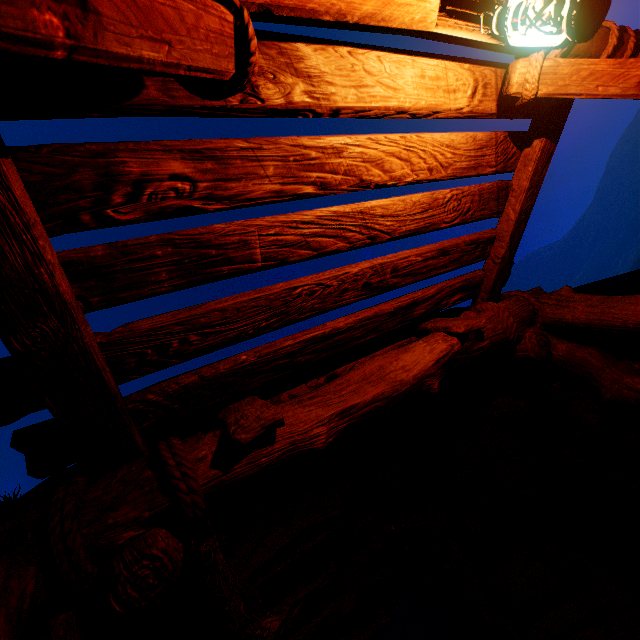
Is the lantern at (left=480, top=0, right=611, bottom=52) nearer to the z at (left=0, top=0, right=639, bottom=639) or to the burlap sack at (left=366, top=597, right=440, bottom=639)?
the z at (left=0, top=0, right=639, bottom=639)

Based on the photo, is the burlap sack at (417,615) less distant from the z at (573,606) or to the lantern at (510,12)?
the z at (573,606)

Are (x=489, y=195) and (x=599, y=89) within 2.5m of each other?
yes

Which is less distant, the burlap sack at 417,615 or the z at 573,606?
the z at 573,606

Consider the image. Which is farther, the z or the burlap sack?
the burlap sack

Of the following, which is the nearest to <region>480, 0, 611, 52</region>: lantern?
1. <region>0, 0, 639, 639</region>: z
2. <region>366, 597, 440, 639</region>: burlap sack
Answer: <region>0, 0, 639, 639</region>: z

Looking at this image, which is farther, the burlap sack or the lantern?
the burlap sack
